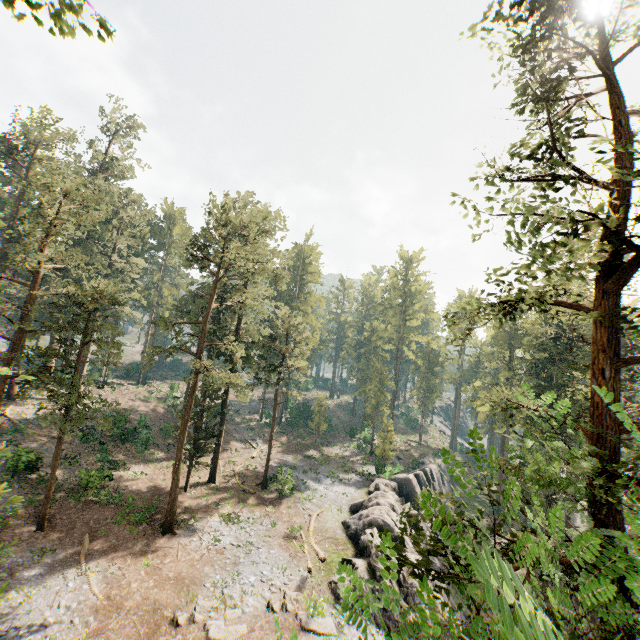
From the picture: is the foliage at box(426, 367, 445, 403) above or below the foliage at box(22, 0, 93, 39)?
below

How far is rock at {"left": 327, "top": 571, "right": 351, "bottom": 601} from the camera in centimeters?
1980cm

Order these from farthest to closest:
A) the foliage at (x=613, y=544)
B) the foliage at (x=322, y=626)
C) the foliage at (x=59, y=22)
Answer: the foliage at (x=322, y=626)
the foliage at (x=59, y=22)
the foliage at (x=613, y=544)

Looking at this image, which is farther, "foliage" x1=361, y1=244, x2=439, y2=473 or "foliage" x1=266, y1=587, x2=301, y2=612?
"foliage" x1=361, y1=244, x2=439, y2=473

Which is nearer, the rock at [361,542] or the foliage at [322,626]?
the foliage at [322,626]

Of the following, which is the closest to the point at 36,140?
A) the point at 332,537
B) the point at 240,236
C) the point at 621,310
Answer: the point at 240,236

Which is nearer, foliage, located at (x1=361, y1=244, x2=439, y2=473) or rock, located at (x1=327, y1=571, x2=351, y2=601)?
rock, located at (x1=327, y1=571, x2=351, y2=601)
